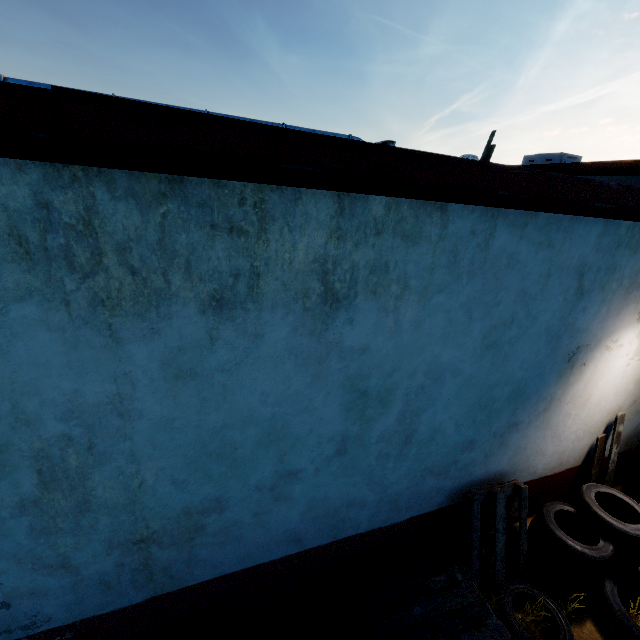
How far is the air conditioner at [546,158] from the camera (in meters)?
10.45

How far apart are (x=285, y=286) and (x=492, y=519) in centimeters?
369cm

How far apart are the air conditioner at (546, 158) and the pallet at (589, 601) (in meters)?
10.86

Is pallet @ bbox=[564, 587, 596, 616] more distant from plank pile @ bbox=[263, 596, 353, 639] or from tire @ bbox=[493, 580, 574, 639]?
plank pile @ bbox=[263, 596, 353, 639]

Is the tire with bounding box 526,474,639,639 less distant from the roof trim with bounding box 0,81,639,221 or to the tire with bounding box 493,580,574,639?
the tire with bounding box 493,580,574,639

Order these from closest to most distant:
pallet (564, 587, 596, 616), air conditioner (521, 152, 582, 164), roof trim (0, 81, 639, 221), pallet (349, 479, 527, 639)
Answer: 1. roof trim (0, 81, 639, 221)
2. pallet (349, 479, 527, 639)
3. pallet (564, 587, 596, 616)
4. air conditioner (521, 152, 582, 164)

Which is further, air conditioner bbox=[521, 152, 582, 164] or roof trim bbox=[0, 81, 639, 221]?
air conditioner bbox=[521, 152, 582, 164]

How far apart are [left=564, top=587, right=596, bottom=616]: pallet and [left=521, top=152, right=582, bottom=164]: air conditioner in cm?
1086
